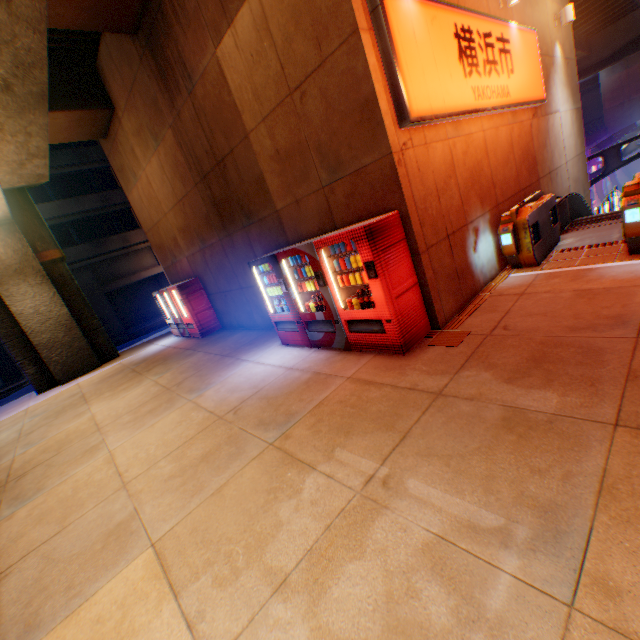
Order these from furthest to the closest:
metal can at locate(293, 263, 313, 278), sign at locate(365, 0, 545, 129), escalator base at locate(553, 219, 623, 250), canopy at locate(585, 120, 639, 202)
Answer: canopy at locate(585, 120, 639, 202) < escalator base at locate(553, 219, 623, 250) < metal can at locate(293, 263, 313, 278) < sign at locate(365, 0, 545, 129)

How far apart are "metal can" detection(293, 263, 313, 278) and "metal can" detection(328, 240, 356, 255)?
0.4m

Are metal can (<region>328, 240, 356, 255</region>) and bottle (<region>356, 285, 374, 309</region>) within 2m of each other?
yes

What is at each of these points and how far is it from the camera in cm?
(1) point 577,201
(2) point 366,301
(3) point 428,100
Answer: (1) escalator, 912
(2) bottle, 508
(3) sign, 475

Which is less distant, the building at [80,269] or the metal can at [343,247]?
the metal can at [343,247]

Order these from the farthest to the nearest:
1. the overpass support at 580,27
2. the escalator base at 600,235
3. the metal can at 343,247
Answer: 1. the overpass support at 580,27
2. the escalator base at 600,235
3. the metal can at 343,247

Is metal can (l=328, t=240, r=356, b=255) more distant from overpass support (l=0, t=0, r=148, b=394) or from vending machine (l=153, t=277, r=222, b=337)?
vending machine (l=153, t=277, r=222, b=337)

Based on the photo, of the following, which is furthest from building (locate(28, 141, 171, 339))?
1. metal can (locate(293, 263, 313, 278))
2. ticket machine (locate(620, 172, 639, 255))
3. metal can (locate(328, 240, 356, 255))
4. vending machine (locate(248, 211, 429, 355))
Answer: ticket machine (locate(620, 172, 639, 255))
